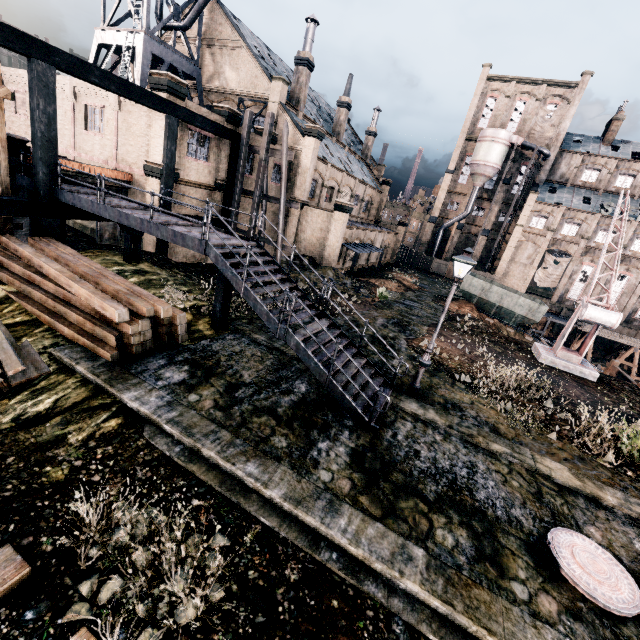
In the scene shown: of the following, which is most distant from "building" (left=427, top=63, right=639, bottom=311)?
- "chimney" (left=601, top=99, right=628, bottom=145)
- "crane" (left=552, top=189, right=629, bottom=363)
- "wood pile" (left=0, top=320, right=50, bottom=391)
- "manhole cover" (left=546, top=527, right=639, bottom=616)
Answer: "manhole cover" (left=546, top=527, right=639, bottom=616)

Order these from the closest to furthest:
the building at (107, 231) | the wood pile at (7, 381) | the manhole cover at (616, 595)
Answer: the manhole cover at (616, 595) → the wood pile at (7, 381) → the building at (107, 231)

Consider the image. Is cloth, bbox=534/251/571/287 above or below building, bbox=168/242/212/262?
above

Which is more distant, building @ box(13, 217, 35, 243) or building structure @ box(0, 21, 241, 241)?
building @ box(13, 217, 35, 243)

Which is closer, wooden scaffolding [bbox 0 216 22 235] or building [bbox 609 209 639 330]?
wooden scaffolding [bbox 0 216 22 235]

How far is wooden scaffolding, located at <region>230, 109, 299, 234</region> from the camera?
20.1m

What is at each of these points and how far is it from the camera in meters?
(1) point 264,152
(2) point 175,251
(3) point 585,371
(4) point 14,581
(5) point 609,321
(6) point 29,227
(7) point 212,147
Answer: (1) wooden scaffolding, 20.7 m
(2) building, 22.3 m
(3) metal box, 19.5 m
(4) railway, 5.0 m
(5) crane, 17.6 m
(6) building, 16.9 m
(7) building, 21.7 m

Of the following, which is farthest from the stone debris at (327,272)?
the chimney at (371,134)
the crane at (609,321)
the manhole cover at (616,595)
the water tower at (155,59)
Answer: the chimney at (371,134)
